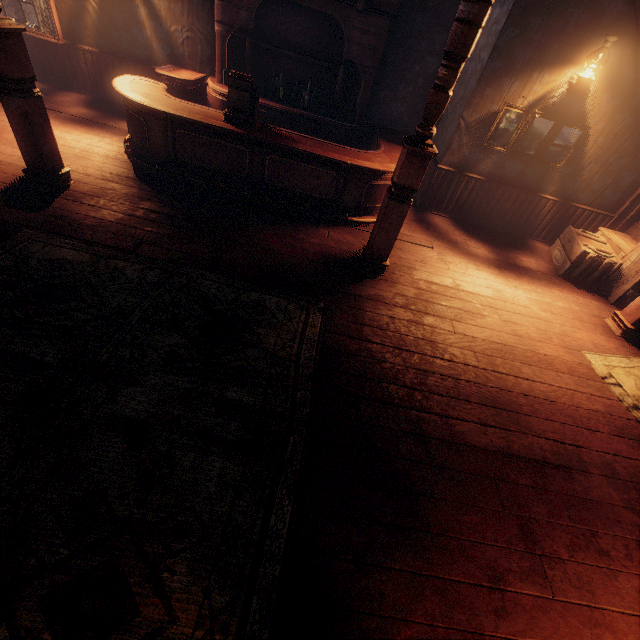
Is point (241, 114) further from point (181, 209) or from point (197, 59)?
point (197, 59)

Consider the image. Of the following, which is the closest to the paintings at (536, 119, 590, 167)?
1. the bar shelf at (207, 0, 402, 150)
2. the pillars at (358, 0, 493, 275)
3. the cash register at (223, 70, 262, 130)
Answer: the bar shelf at (207, 0, 402, 150)

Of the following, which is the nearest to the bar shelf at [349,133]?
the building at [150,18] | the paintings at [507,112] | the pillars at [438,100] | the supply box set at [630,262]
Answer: the building at [150,18]

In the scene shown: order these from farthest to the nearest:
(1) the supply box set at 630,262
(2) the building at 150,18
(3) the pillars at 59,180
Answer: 1. (1) the supply box set at 630,262
2. (3) the pillars at 59,180
3. (2) the building at 150,18

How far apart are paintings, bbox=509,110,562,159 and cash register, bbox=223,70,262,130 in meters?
3.9

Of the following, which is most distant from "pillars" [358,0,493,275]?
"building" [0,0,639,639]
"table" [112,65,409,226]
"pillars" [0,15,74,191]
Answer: "pillars" [0,15,74,191]

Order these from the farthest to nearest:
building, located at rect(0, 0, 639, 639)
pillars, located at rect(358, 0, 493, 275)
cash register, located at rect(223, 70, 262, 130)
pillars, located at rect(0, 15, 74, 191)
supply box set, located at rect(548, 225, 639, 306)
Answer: supply box set, located at rect(548, 225, 639, 306) < cash register, located at rect(223, 70, 262, 130) < pillars, located at rect(0, 15, 74, 191) < pillars, located at rect(358, 0, 493, 275) < building, located at rect(0, 0, 639, 639)
